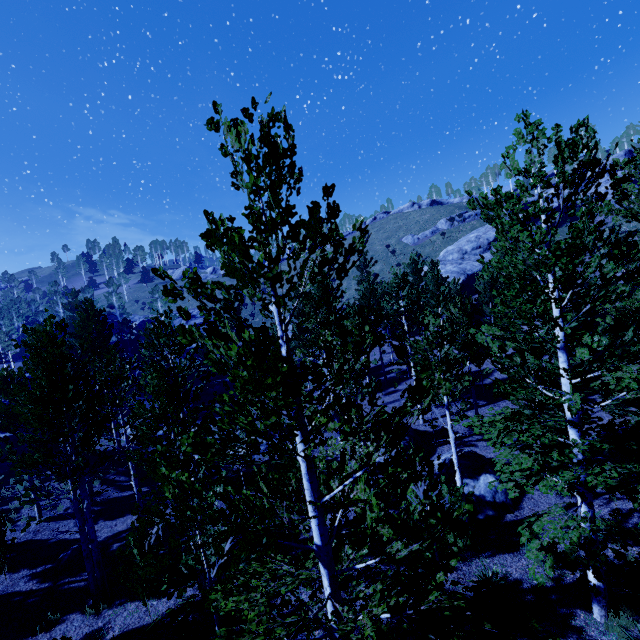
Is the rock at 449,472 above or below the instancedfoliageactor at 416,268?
below

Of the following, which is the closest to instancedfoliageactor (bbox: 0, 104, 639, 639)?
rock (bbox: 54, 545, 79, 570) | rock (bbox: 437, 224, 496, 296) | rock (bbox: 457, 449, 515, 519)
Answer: rock (bbox: 54, 545, 79, 570)

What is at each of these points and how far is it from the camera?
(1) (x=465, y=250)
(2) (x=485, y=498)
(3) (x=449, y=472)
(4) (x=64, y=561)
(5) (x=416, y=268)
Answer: (1) rock, 44.75m
(2) rock, 13.03m
(3) rock, 14.84m
(4) rock, 12.60m
(5) instancedfoliageactor, 30.62m

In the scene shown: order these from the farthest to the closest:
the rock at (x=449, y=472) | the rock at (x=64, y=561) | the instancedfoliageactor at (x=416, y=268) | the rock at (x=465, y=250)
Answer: the rock at (x=465, y=250), the rock at (x=449, y=472), the rock at (x=64, y=561), the instancedfoliageactor at (x=416, y=268)

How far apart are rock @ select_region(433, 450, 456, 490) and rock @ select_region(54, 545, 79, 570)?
15.0m

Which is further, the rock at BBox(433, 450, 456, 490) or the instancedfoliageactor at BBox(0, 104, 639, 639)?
the rock at BBox(433, 450, 456, 490)

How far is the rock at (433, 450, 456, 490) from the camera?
14.5m
